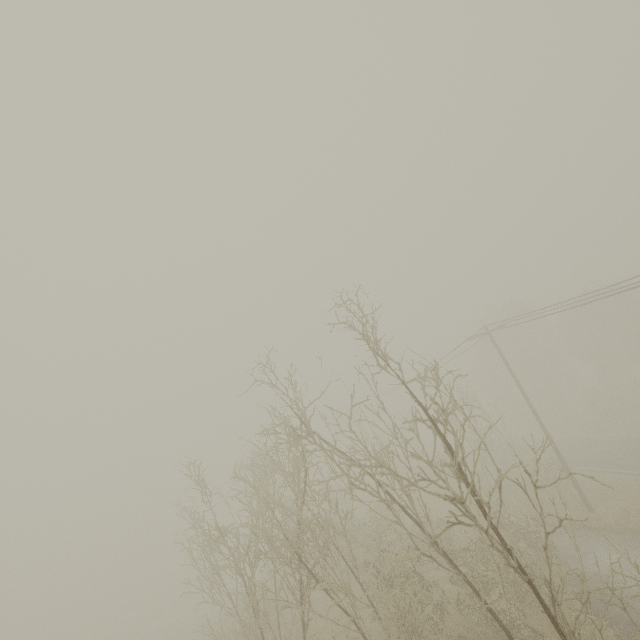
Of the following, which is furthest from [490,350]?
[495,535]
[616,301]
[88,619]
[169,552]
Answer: [88,619]
